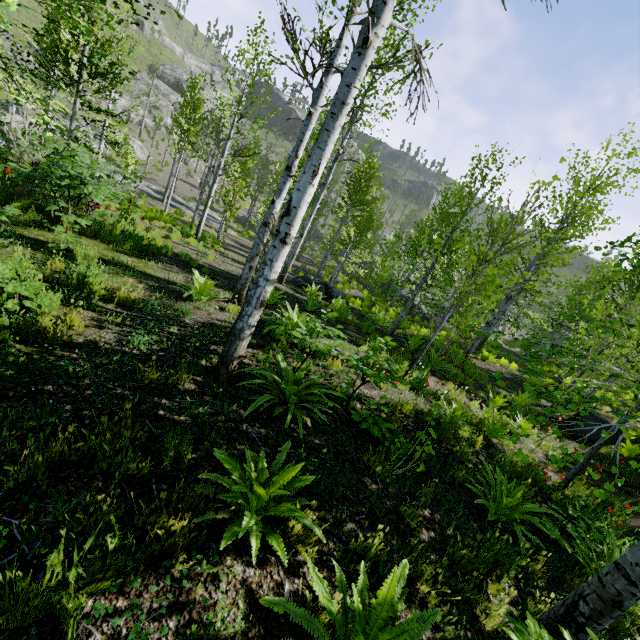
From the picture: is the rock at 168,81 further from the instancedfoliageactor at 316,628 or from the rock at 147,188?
the rock at 147,188

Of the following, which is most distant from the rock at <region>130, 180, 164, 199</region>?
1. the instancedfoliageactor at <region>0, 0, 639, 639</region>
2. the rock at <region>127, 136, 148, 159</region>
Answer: the rock at <region>127, 136, 148, 159</region>

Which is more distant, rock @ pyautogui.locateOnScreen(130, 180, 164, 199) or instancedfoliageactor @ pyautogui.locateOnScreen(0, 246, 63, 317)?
rock @ pyautogui.locateOnScreen(130, 180, 164, 199)

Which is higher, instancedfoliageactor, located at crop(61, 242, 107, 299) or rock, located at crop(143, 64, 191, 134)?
rock, located at crop(143, 64, 191, 134)

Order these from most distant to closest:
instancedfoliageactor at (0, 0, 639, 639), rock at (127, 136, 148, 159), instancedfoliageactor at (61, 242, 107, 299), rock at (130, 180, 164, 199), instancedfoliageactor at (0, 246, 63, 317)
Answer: rock at (127, 136, 148, 159)
rock at (130, 180, 164, 199)
instancedfoliageactor at (61, 242, 107, 299)
instancedfoliageactor at (0, 246, 63, 317)
instancedfoliageactor at (0, 0, 639, 639)

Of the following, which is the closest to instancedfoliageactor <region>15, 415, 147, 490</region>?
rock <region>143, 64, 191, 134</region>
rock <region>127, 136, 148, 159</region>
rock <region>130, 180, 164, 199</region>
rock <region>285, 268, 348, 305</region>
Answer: rock <region>285, 268, 348, 305</region>

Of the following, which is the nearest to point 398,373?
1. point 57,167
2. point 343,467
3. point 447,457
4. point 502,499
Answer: point 447,457
